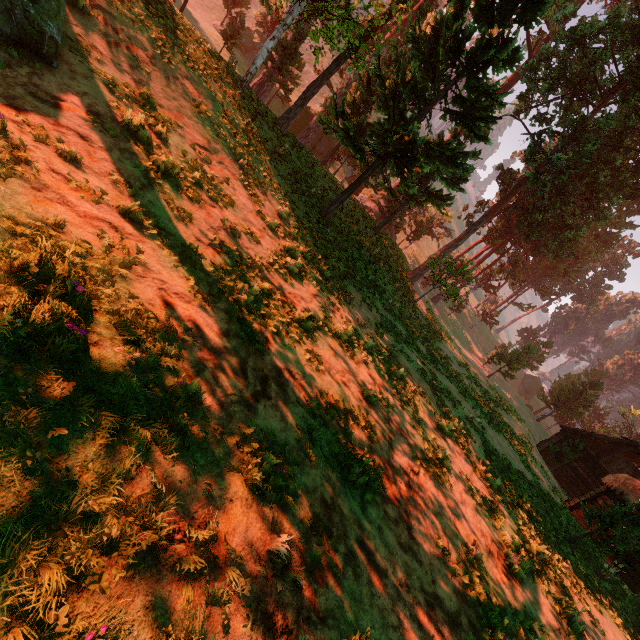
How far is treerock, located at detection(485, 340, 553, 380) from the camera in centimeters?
3578cm

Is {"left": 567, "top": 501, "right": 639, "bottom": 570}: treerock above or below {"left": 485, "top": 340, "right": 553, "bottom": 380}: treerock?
below

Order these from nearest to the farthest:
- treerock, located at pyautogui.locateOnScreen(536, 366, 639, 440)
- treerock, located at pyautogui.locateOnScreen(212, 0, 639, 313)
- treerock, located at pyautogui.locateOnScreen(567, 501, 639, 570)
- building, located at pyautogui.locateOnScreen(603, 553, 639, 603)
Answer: treerock, located at pyautogui.locateOnScreen(567, 501, 639, 570) < treerock, located at pyautogui.locateOnScreen(212, 0, 639, 313) < building, located at pyautogui.locateOnScreen(603, 553, 639, 603) < treerock, located at pyautogui.locateOnScreen(536, 366, 639, 440)

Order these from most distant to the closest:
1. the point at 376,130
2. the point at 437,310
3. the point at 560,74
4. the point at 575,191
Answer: the point at 437,310 < the point at 575,191 < the point at 560,74 < the point at 376,130

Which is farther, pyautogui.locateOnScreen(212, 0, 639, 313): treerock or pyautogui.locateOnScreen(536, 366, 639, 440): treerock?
pyautogui.locateOnScreen(536, 366, 639, 440): treerock

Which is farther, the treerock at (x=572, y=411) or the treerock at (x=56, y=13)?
the treerock at (x=572, y=411)

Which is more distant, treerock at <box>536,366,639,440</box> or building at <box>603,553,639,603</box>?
treerock at <box>536,366,639,440</box>

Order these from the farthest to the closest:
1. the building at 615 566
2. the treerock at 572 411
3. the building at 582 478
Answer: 1. the treerock at 572 411
2. the building at 582 478
3. the building at 615 566
